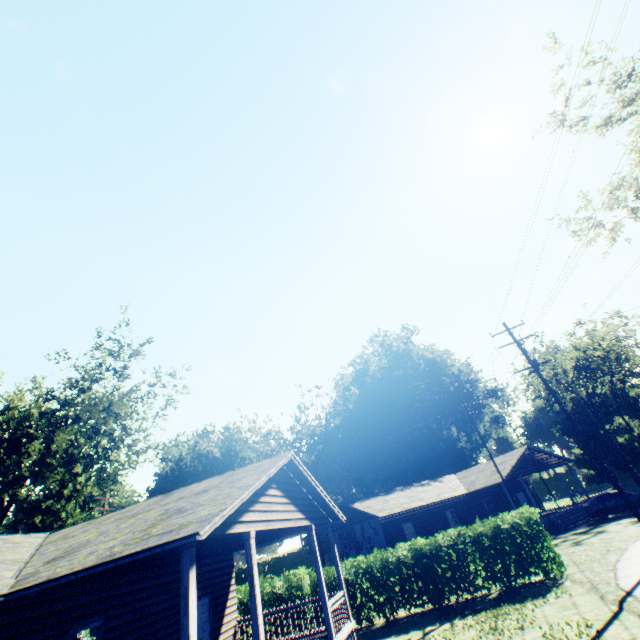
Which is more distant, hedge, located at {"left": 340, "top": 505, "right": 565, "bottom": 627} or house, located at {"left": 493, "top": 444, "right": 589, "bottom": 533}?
house, located at {"left": 493, "top": 444, "right": 589, "bottom": 533}

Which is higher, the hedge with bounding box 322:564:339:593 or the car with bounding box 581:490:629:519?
the hedge with bounding box 322:564:339:593

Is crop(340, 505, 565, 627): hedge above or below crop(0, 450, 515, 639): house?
below

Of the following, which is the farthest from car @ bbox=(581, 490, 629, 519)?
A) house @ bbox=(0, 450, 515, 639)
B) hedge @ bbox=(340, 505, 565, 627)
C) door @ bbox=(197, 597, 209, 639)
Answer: door @ bbox=(197, 597, 209, 639)

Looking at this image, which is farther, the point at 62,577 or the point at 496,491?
the point at 496,491

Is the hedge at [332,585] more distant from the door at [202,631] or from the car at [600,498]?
the car at [600,498]

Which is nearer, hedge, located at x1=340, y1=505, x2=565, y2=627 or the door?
the door

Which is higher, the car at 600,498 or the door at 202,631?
the door at 202,631
